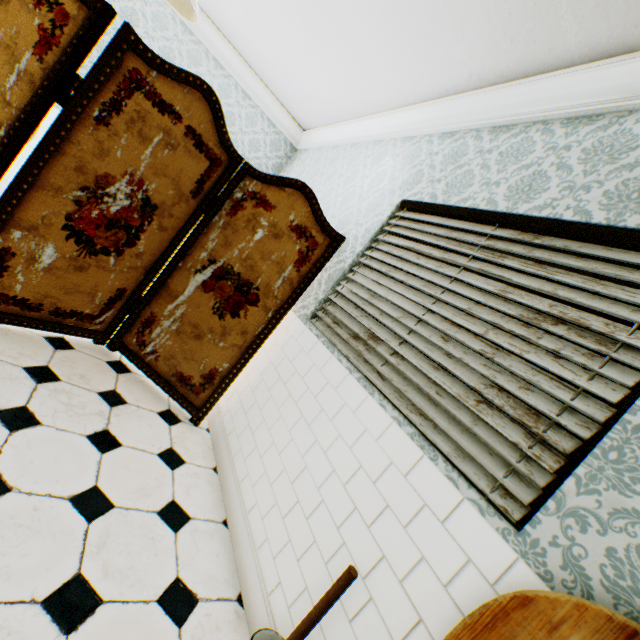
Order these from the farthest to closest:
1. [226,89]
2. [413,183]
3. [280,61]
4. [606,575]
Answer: [226,89]
[280,61]
[413,183]
[606,575]

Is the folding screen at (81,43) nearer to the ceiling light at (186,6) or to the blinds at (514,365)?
the blinds at (514,365)

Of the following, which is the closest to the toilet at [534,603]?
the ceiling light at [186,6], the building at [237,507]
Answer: the building at [237,507]

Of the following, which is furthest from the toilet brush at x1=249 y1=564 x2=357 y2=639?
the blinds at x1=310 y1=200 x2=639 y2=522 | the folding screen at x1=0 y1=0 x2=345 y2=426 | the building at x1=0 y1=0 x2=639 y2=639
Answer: the folding screen at x1=0 y1=0 x2=345 y2=426

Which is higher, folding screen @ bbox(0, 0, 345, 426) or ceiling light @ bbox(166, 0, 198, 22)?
ceiling light @ bbox(166, 0, 198, 22)

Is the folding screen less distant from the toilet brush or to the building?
the building

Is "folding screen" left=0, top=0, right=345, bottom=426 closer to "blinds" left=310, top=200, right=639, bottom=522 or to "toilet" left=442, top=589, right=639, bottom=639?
"blinds" left=310, top=200, right=639, bottom=522

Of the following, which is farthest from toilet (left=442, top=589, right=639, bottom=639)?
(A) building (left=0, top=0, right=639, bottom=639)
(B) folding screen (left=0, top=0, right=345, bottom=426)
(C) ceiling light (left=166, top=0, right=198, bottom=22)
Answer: (C) ceiling light (left=166, top=0, right=198, bottom=22)
